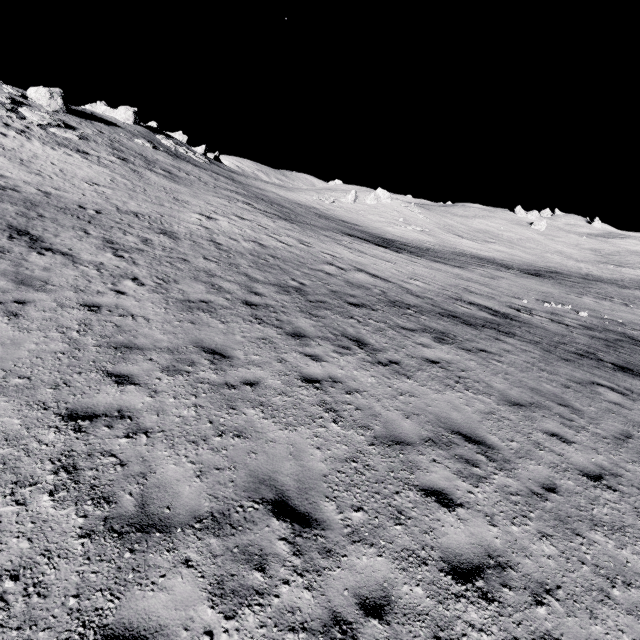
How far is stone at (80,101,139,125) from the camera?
49.6 meters

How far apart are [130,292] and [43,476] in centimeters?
612cm

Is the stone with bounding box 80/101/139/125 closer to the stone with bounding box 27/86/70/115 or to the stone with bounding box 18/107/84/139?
the stone with bounding box 27/86/70/115

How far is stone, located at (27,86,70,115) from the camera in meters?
33.1

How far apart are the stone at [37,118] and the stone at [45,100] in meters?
6.1 m

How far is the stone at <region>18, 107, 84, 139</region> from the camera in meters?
27.7

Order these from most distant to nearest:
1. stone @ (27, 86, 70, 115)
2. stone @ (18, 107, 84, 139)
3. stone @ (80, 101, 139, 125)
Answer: stone @ (80, 101, 139, 125)
stone @ (27, 86, 70, 115)
stone @ (18, 107, 84, 139)

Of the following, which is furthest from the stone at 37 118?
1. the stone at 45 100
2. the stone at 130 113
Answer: the stone at 130 113
